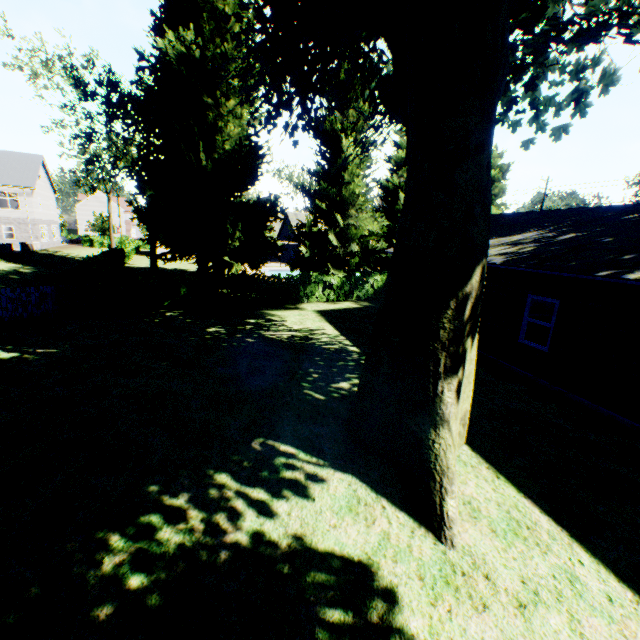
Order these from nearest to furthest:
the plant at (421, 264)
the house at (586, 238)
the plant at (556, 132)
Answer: the plant at (421, 264) < the house at (586, 238) < the plant at (556, 132)

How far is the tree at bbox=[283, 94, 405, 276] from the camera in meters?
20.1

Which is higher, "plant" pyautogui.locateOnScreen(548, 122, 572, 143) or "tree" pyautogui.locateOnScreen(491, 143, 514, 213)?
"tree" pyautogui.locateOnScreen(491, 143, 514, 213)

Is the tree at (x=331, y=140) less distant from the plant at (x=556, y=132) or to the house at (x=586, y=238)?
the plant at (x=556, y=132)

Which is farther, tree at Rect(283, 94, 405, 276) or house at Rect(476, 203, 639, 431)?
tree at Rect(283, 94, 405, 276)

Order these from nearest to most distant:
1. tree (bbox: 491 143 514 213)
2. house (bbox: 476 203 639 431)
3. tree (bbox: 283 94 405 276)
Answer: house (bbox: 476 203 639 431) → tree (bbox: 283 94 405 276) → tree (bbox: 491 143 514 213)

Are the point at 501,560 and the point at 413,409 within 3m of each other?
yes

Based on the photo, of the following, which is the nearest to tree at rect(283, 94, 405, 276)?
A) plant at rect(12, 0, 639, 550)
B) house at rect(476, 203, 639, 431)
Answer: plant at rect(12, 0, 639, 550)
